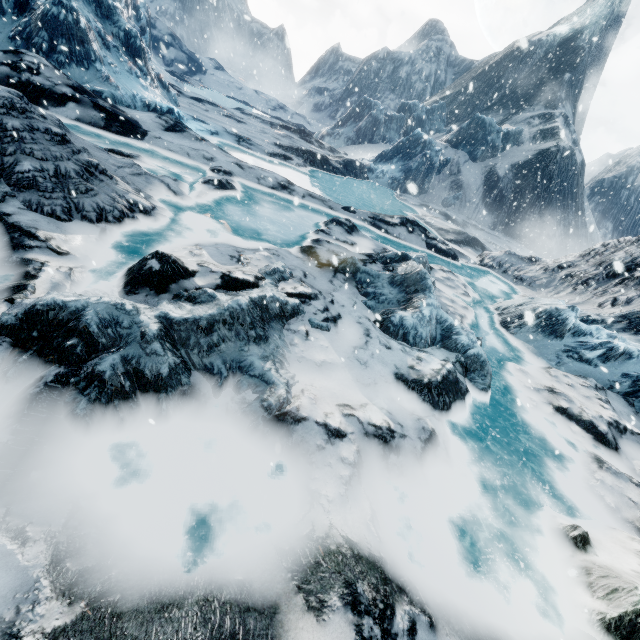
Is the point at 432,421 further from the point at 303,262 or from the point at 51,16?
the point at 51,16
